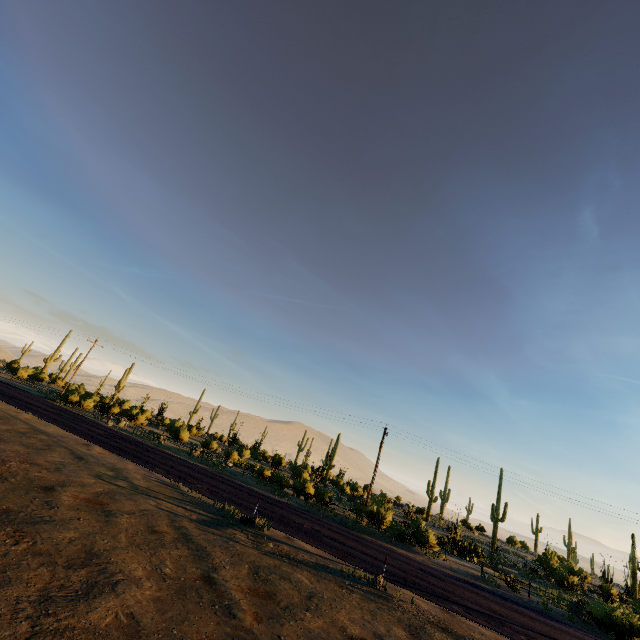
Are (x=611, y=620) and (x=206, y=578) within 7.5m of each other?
no
